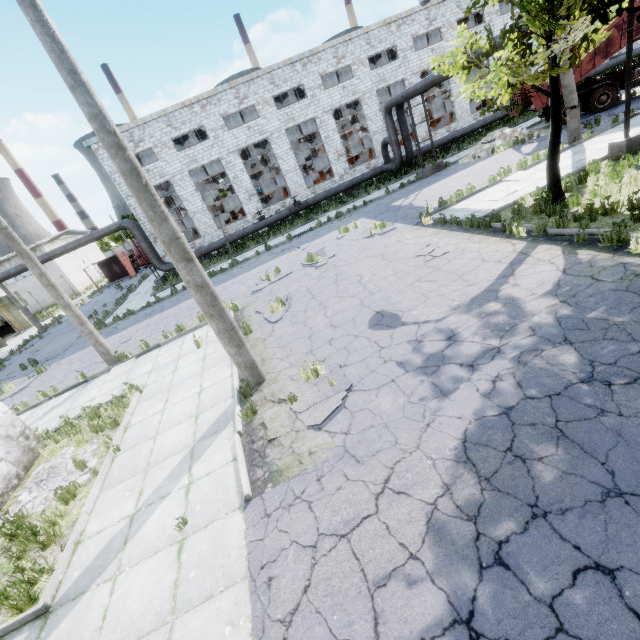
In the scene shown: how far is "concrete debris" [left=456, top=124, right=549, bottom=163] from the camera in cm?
1973

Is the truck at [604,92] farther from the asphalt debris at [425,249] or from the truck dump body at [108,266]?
the truck dump body at [108,266]

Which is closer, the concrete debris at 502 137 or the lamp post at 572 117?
A: the lamp post at 572 117

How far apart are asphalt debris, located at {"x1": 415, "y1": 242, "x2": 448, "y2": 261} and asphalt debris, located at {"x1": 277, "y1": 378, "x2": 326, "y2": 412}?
4.9m

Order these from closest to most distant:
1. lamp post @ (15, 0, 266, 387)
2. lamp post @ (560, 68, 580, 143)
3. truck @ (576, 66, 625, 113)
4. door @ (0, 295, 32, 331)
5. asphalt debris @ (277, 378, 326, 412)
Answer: lamp post @ (15, 0, 266, 387) < asphalt debris @ (277, 378, 326, 412) < lamp post @ (560, 68, 580, 143) < truck @ (576, 66, 625, 113) < door @ (0, 295, 32, 331)

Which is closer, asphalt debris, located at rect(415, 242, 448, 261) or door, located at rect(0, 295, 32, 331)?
asphalt debris, located at rect(415, 242, 448, 261)

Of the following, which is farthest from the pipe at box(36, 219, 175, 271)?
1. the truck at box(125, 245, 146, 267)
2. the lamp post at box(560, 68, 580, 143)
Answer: the truck at box(125, 245, 146, 267)

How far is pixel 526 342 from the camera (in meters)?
5.42
